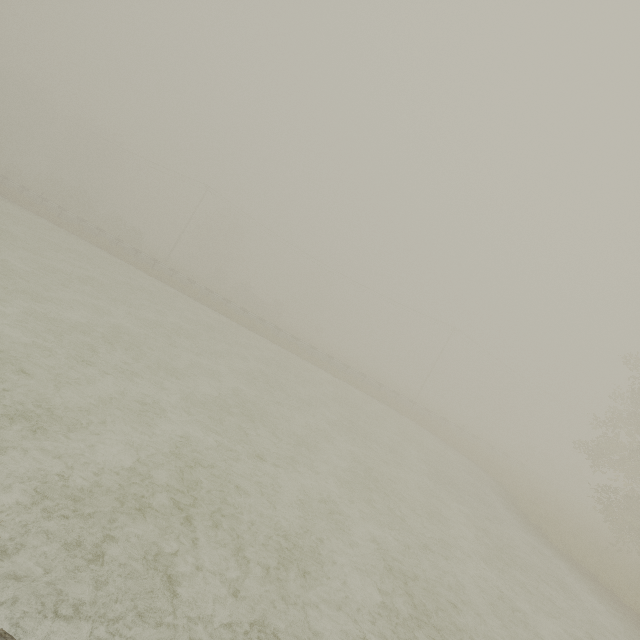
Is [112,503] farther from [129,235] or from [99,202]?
[99,202]
